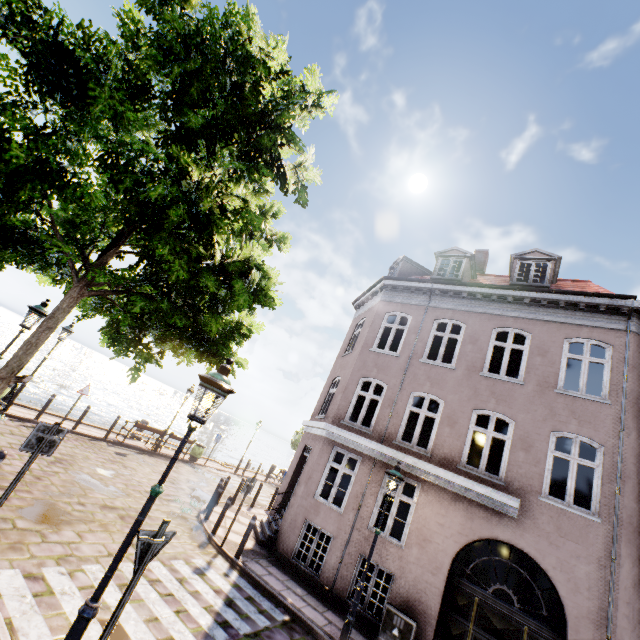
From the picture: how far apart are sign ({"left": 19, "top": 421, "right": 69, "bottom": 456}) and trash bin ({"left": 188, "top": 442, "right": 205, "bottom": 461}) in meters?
15.1

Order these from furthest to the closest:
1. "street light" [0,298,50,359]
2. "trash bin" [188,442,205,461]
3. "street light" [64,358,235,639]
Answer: "trash bin" [188,442,205,461], "street light" [0,298,50,359], "street light" [64,358,235,639]

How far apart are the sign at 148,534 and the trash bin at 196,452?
17.32m

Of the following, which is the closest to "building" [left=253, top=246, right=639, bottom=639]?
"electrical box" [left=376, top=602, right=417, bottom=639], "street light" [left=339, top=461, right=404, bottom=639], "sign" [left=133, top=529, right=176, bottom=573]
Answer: "electrical box" [left=376, top=602, right=417, bottom=639]

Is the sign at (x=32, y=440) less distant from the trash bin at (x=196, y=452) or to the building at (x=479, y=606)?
the building at (x=479, y=606)

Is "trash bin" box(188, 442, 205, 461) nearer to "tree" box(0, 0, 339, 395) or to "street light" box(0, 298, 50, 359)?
"tree" box(0, 0, 339, 395)

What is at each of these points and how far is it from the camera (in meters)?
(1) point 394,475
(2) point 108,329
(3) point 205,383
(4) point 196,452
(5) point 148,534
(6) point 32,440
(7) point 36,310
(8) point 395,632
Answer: (1) street light, 7.99
(2) tree, 7.53
(3) street light, 3.91
(4) trash bin, 19.27
(5) sign, 3.54
(6) sign, 5.26
(7) street light, 7.80
(8) electrical box, 7.80

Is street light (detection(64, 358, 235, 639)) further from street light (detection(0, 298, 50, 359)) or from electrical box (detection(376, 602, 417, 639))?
electrical box (detection(376, 602, 417, 639))
